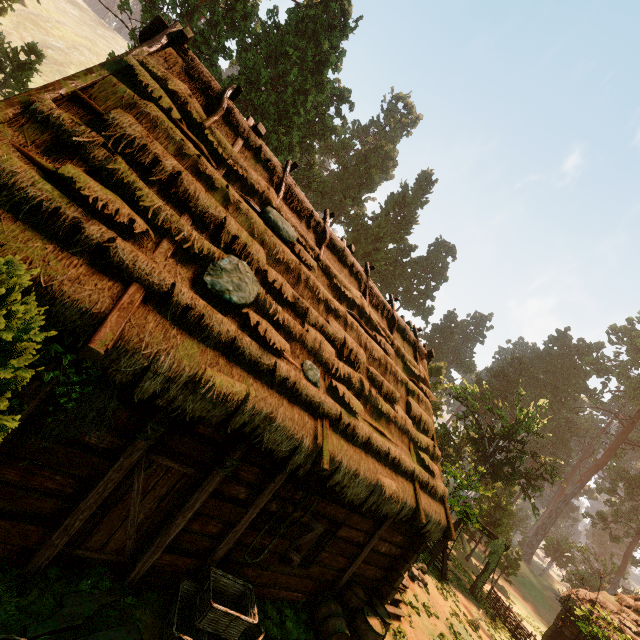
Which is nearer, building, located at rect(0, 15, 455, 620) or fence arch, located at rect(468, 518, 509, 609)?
building, located at rect(0, 15, 455, 620)

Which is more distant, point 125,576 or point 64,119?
point 125,576

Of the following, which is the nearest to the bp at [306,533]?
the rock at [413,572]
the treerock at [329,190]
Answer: the treerock at [329,190]

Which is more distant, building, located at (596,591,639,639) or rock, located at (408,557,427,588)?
building, located at (596,591,639,639)

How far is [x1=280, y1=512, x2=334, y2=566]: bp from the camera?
6.9 meters

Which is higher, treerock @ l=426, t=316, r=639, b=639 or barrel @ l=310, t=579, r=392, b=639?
treerock @ l=426, t=316, r=639, b=639

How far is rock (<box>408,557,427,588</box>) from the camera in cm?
1280

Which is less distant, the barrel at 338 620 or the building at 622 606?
the barrel at 338 620
